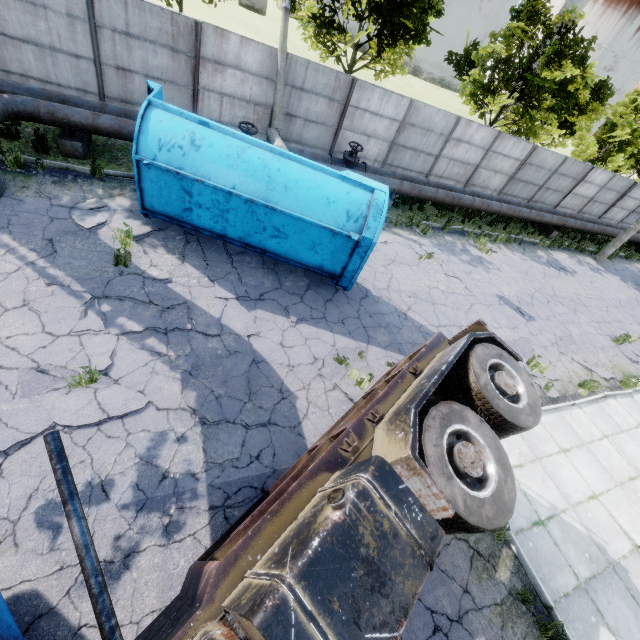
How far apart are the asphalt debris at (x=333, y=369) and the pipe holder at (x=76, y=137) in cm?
927

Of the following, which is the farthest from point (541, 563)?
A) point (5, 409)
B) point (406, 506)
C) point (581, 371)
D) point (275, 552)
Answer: point (5, 409)

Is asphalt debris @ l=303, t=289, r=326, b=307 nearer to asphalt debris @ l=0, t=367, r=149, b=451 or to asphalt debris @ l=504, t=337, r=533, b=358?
asphalt debris @ l=0, t=367, r=149, b=451

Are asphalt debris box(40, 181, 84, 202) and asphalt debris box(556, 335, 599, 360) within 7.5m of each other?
no

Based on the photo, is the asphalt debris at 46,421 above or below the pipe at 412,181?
below

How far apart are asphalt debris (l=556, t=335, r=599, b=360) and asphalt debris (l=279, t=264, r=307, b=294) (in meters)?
8.36

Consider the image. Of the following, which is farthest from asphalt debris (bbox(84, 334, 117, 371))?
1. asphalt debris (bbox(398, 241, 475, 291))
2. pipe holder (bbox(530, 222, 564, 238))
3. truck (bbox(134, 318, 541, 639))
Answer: pipe holder (bbox(530, 222, 564, 238))

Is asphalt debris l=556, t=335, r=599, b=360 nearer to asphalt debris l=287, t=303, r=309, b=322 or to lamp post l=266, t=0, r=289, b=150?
asphalt debris l=287, t=303, r=309, b=322
